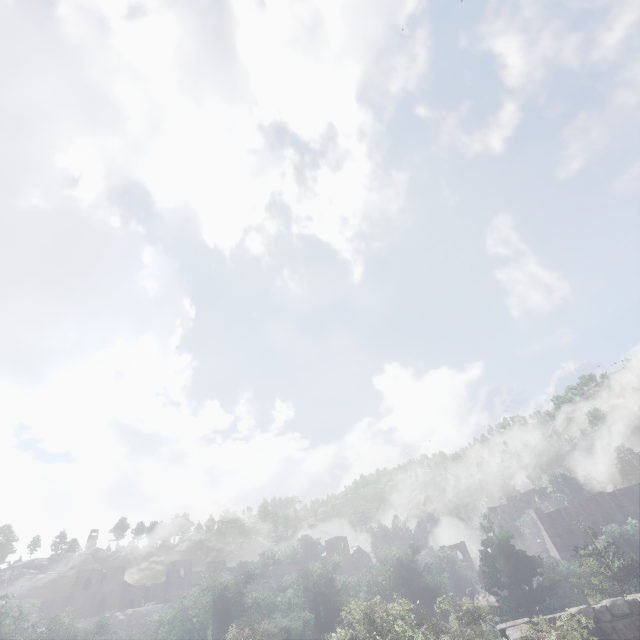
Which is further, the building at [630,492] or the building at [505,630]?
the building at [630,492]

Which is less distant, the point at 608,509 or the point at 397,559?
the point at 397,559

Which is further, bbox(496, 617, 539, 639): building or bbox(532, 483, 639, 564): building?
bbox(532, 483, 639, 564): building

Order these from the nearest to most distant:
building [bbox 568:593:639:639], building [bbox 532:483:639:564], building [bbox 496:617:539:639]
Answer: building [bbox 496:617:539:639]
building [bbox 568:593:639:639]
building [bbox 532:483:639:564]

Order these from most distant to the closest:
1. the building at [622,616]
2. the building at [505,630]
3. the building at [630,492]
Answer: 1. the building at [630,492]
2. the building at [622,616]
3. the building at [505,630]

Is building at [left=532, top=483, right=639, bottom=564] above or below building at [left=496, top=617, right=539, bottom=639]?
above

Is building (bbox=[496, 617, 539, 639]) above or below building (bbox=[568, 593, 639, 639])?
above
